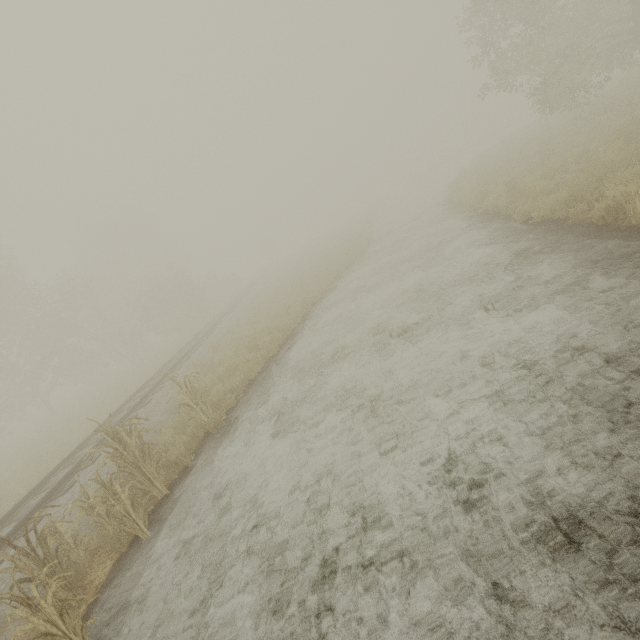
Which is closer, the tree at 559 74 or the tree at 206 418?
the tree at 206 418

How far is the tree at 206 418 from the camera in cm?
789

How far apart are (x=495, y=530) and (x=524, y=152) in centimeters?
1970cm

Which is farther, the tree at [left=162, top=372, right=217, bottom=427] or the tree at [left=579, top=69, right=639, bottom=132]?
the tree at [left=579, top=69, right=639, bottom=132]

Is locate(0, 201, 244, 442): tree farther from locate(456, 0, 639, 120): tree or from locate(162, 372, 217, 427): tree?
locate(162, 372, 217, 427): tree
